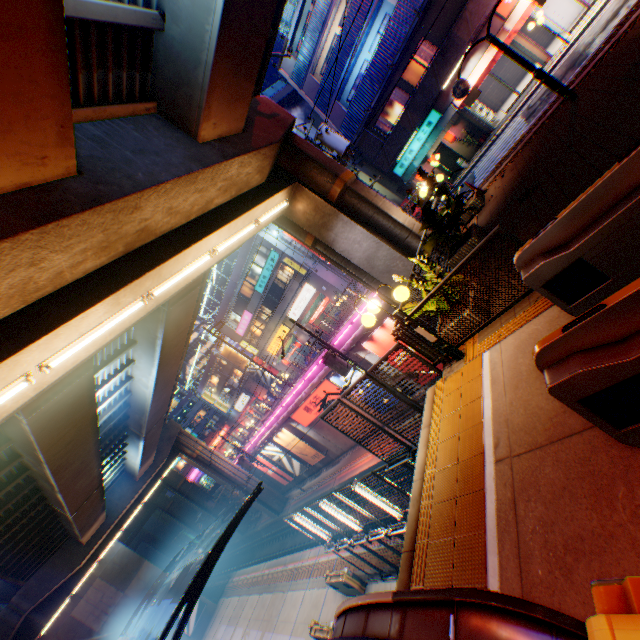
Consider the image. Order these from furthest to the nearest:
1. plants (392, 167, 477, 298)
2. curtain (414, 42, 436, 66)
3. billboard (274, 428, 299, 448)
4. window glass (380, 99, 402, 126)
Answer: billboard (274, 428, 299, 448)
window glass (380, 99, 402, 126)
curtain (414, 42, 436, 66)
plants (392, 167, 477, 298)

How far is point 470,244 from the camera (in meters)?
8.71

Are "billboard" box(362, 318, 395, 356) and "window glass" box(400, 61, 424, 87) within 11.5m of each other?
no

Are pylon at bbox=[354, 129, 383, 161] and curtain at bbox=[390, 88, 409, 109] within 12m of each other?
yes

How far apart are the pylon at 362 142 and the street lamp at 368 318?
19.35m

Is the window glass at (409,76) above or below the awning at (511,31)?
above

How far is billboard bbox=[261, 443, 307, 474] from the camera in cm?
3000

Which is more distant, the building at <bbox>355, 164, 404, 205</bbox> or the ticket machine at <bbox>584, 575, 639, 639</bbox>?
the building at <bbox>355, 164, 404, 205</bbox>
